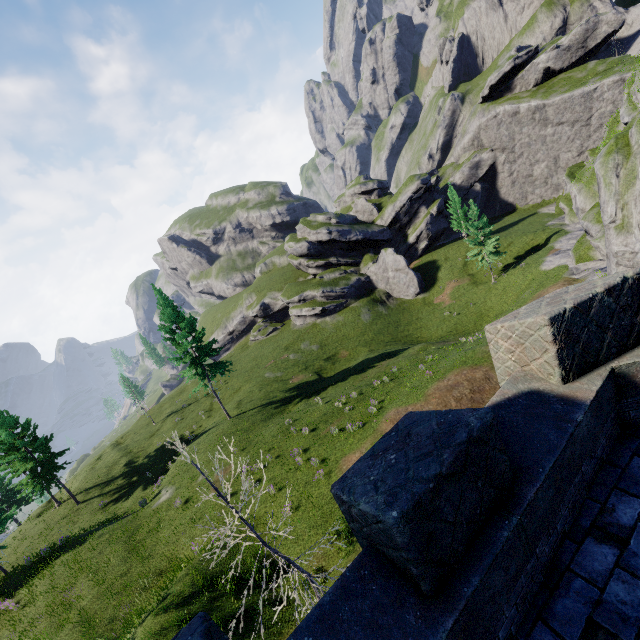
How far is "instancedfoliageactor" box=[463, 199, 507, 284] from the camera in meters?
39.0

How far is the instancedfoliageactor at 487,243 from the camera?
38.97m

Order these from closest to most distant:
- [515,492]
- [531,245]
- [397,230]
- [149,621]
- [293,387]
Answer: [515,492] → [149,621] → [293,387] → [531,245] → [397,230]
